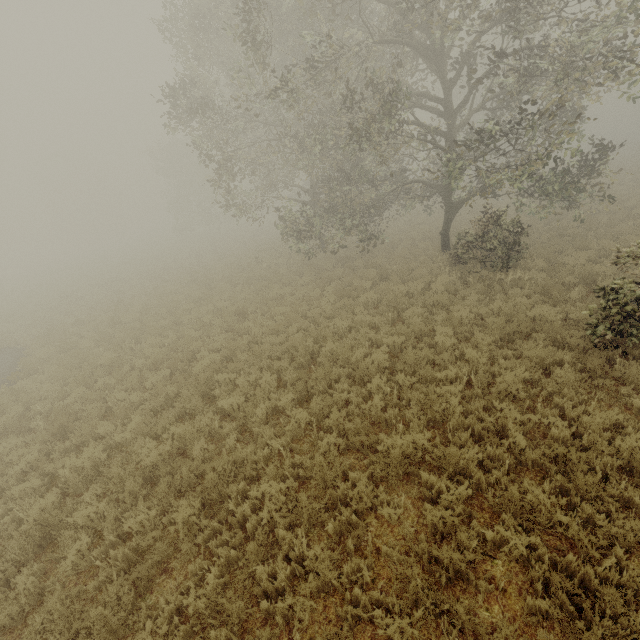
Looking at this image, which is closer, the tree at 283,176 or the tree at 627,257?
the tree at 627,257

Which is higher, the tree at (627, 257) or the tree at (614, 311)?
the tree at (627, 257)

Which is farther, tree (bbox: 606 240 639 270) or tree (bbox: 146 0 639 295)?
tree (bbox: 146 0 639 295)

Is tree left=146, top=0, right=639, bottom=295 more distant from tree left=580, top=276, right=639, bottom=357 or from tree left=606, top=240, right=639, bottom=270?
tree left=580, top=276, right=639, bottom=357

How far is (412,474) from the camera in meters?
5.6 m

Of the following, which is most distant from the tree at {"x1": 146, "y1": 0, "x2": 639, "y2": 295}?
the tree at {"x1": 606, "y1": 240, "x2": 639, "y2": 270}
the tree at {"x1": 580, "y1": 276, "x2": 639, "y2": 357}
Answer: the tree at {"x1": 580, "y1": 276, "x2": 639, "y2": 357}
